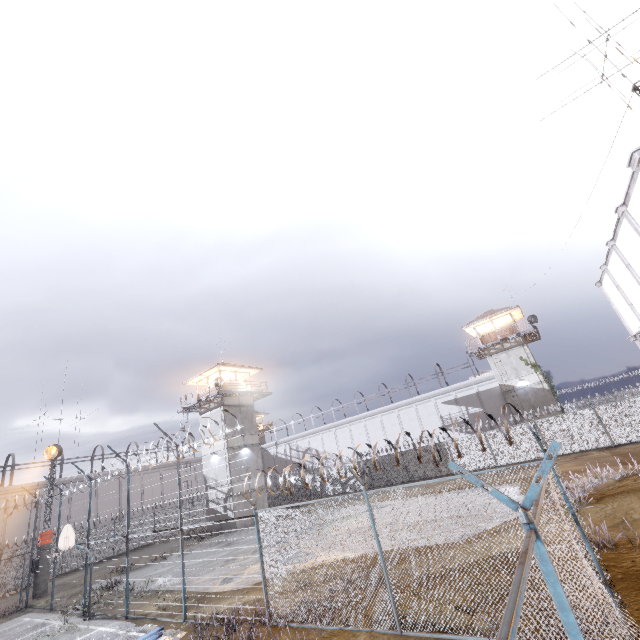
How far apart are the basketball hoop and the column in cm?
1112

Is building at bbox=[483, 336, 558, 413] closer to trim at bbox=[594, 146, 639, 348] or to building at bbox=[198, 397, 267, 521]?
trim at bbox=[594, 146, 639, 348]

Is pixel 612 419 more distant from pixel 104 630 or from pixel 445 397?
pixel 104 630

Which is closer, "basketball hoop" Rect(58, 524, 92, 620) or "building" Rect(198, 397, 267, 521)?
"basketball hoop" Rect(58, 524, 92, 620)

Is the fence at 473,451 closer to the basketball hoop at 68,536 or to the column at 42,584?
the basketball hoop at 68,536

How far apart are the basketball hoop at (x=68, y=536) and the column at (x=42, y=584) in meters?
11.1

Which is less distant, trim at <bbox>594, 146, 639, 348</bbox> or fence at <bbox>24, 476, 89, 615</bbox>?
trim at <bbox>594, 146, 639, 348</bbox>

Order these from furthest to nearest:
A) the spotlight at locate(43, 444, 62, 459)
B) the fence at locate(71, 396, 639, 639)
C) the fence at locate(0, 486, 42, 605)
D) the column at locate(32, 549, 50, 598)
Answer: the spotlight at locate(43, 444, 62, 459) < the column at locate(32, 549, 50, 598) < the fence at locate(0, 486, 42, 605) < the fence at locate(71, 396, 639, 639)
